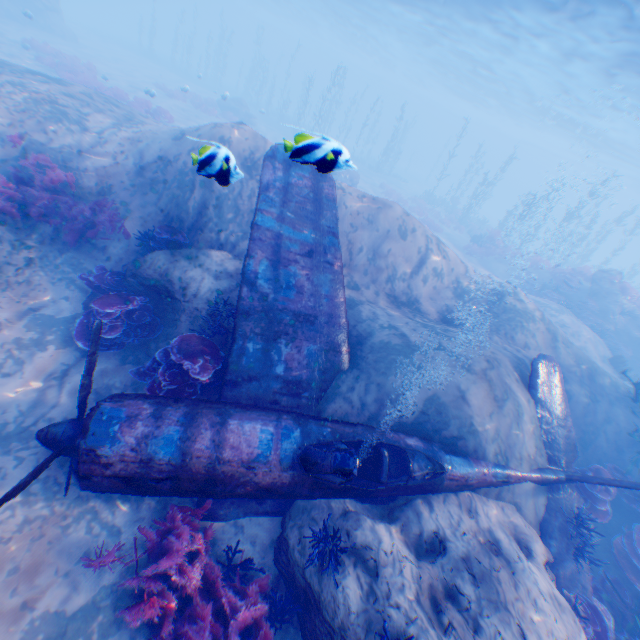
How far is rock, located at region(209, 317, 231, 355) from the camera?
6.79m

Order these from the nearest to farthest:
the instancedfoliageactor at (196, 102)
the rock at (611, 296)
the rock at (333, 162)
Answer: the rock at (333, 162) → the rock at (611, 296) → the instancedfoliageactor at (196, 102)

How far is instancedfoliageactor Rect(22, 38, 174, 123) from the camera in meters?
19.0

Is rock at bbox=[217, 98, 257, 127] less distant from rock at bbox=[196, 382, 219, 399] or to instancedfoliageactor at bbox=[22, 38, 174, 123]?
rock at bbox=[196, 382, 219, 399]

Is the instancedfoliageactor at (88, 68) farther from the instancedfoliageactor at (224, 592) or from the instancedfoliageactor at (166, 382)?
the instancedfoliageactor at (224, 592)

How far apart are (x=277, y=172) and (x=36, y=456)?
6.9 meters

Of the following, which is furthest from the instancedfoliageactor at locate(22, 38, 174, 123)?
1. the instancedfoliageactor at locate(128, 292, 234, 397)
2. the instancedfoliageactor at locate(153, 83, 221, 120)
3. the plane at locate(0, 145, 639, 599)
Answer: the instancedfoliageactor at locate(128, 292, 234, 397)
